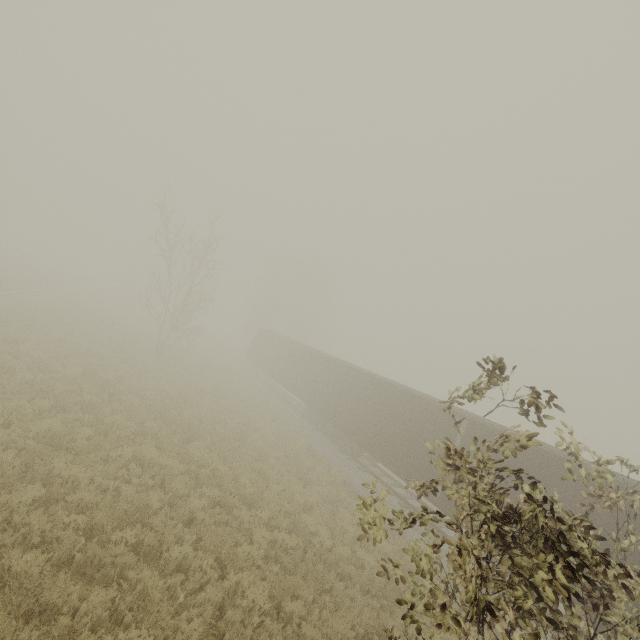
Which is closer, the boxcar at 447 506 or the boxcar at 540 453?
the boxcar at 540 453

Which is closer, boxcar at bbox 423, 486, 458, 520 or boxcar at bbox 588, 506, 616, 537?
boxcar at bbox 588, 506, 616, 537

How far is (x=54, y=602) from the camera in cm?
470

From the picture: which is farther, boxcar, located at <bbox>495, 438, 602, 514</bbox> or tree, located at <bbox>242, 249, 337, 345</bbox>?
tree, located at <bbox>242, 249, 337, 345</bbox>

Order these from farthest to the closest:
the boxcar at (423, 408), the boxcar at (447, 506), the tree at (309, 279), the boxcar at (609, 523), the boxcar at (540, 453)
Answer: the tree at (309, 279) < the boxcar at (423, 408) < the boxcar at (447, 506) < the boxcar at (540, 453) < the boxcar at (609, 523)

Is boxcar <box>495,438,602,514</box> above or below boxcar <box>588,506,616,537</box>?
above

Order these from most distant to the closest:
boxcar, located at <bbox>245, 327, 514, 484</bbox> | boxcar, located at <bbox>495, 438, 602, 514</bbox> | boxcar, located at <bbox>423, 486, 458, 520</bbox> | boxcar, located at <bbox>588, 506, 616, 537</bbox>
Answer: boxcar, located at <bbox>245, 327, 514, 484</bbox>, boxcar, located at <bbox>423, 486, 458, 520</bbox>, boxcar, located at <bbox>495, 438, 602, 514</bbox>, boxcar, located at <bbox>588, 506, 616, 537</bbox>
